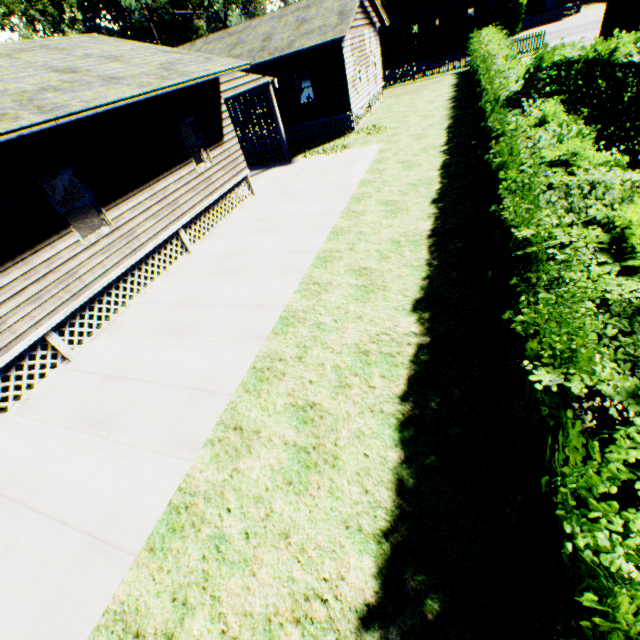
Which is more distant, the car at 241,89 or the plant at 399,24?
the plant at 399,24

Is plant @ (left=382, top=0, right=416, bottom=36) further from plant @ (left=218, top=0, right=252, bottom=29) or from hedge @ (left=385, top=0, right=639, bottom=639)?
hedge @ (left=385, top=0, right=639, bottom=639)

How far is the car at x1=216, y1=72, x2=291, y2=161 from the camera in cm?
1266

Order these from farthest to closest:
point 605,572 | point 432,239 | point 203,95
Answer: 1. point 203,95
2. point 432,239
3. point 605,572

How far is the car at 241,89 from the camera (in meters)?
12.66

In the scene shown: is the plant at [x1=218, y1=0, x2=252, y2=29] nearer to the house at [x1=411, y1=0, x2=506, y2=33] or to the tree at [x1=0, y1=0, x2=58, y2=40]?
the tree at [x1=0, y1=0, x2=58, y2=40]

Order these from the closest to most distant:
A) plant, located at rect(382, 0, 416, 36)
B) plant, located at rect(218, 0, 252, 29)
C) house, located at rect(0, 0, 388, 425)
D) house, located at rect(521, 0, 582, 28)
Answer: house, located at rect(0, 0, 388, 425)
house, located at rect(521, 0, 582, 28)
plant, located at rect(218, 0, 252, 29)
plant, located at rect(382, 0, 416, 36)

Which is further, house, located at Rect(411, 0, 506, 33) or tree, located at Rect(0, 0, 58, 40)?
house, located at Rect(411, 0, 506, 33)
